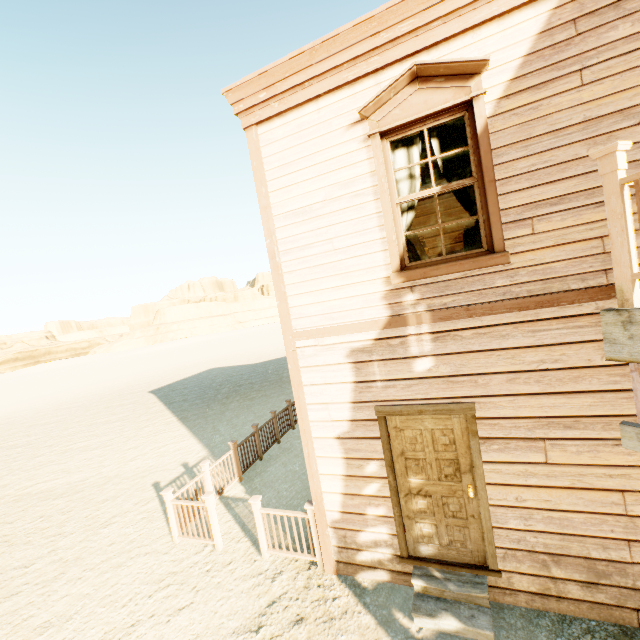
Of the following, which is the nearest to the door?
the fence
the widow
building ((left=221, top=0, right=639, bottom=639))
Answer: building ((left=221, top=0, right=639, bottom=639))

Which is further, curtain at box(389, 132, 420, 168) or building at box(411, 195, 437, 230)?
building at box(411, 195, 437, 230)

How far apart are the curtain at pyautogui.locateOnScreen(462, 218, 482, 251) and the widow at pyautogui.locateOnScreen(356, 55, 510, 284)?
0.0m

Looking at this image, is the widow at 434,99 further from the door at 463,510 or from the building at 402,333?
the door at 463,510

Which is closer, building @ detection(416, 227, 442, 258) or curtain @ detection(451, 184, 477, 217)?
curtain @ detection(451, 184, 477, 217)

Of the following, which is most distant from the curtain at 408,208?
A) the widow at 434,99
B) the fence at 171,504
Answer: the fence at 171,504

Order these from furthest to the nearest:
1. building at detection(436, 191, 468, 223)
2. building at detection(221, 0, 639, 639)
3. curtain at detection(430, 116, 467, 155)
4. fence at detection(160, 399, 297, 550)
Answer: building at detection(436, 191, 468, 223) < fence at detection(160, 399, 297, 550) < curtain at detection(430, 116, 467, 155) < building at detection(221, 0, 639, 639)

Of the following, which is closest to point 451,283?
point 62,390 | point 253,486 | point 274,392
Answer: point 253,486
